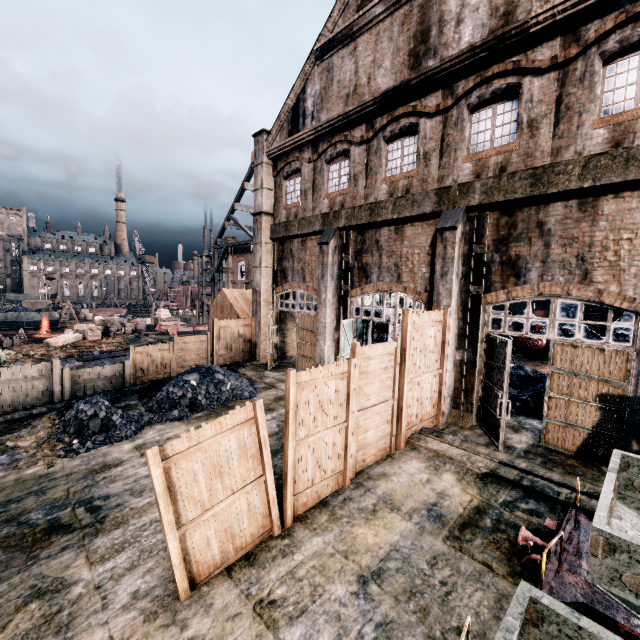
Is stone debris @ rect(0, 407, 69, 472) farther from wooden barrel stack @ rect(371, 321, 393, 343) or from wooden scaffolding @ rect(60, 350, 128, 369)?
wooden barrel stack @ rect(371, 321, 393, 343)

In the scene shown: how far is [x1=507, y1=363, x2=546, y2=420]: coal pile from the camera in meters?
13.6 m

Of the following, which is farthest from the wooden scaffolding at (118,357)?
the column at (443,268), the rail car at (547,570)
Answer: the rail car at (547,570)

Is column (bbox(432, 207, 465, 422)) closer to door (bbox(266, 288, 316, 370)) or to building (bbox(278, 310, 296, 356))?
door (bbox(266, 288, 316, 370))

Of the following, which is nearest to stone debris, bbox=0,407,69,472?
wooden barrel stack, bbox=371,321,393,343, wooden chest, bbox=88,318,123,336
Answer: wooden barrel stack, bbox=371,321,393,343

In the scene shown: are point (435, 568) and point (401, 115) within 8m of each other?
no

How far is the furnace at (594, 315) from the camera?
20.42m

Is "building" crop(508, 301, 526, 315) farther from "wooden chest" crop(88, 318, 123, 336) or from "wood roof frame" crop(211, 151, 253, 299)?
"wood roof frame" crop(211, 151, 253, 299)
